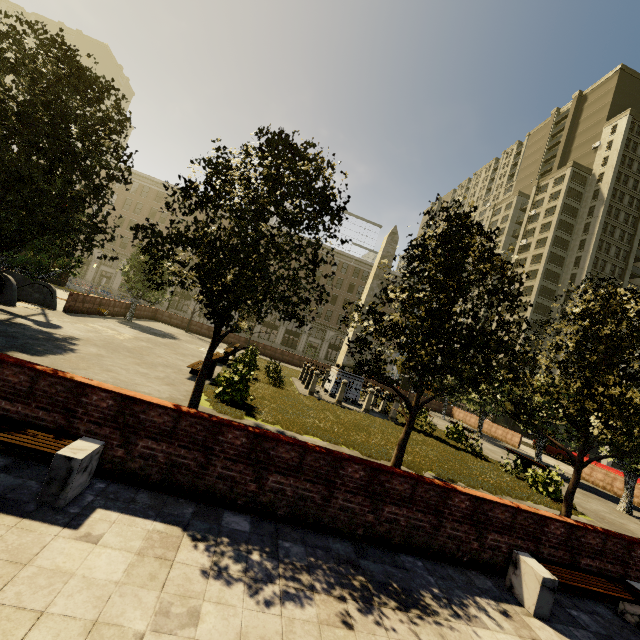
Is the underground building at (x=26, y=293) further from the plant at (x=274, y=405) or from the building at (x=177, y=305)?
the building at (x=177, y=305)

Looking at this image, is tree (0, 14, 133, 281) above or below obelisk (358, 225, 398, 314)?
below

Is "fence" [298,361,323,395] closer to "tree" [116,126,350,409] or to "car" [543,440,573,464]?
"tree" [116,126,350,409]

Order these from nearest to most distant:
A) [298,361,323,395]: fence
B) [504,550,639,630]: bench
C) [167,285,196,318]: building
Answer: [504,550,639,630]: bench → [298,361,323,395]: fence → [167,285,196,318]: building

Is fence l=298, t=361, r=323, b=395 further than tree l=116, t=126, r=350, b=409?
Yes

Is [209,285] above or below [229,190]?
below

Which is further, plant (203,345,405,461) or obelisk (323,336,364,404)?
obelisk (323,336,364,404)

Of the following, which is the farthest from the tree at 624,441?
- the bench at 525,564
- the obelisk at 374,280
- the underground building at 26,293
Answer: the bench at 525,564
